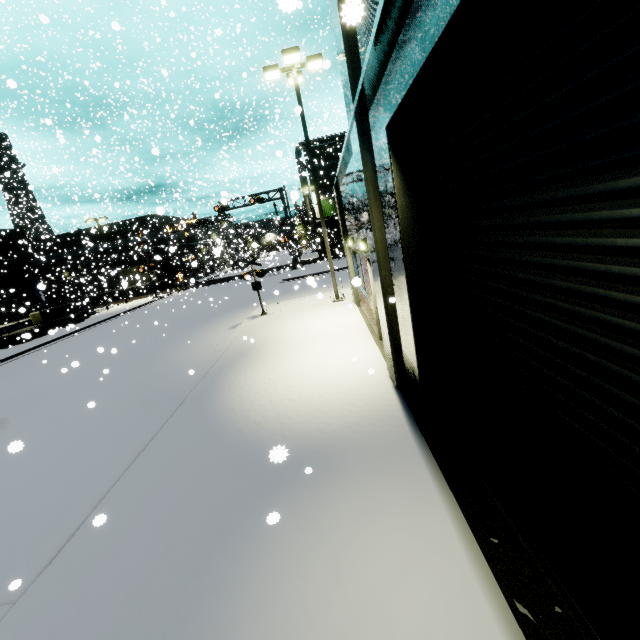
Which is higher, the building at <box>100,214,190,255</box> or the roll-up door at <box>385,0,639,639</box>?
the building at <box>100,214,190,255</box>

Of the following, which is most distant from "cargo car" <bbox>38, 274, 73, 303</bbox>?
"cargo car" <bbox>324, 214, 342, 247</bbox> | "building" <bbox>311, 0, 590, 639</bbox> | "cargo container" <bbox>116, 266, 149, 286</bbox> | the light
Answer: the light

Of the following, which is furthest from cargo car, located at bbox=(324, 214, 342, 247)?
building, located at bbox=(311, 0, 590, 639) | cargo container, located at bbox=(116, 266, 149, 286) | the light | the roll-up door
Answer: the roll-up door

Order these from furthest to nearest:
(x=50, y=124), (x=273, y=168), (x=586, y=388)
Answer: (x=273, y=168) < (x=50, y=124) < (x=586, y=388)

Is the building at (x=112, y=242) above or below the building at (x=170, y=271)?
above

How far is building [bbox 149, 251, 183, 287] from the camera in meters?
42.2 m

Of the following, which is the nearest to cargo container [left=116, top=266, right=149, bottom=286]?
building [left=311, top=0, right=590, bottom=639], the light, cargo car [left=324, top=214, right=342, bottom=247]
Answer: building [left=311, top=0, right=590, bottom=639]

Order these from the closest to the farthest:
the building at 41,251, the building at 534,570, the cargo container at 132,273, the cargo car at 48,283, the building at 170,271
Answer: the building at 534,570, the cargo container at 132,273, the building at 41,251, the cargo car at 48,283, the building at 170,271
